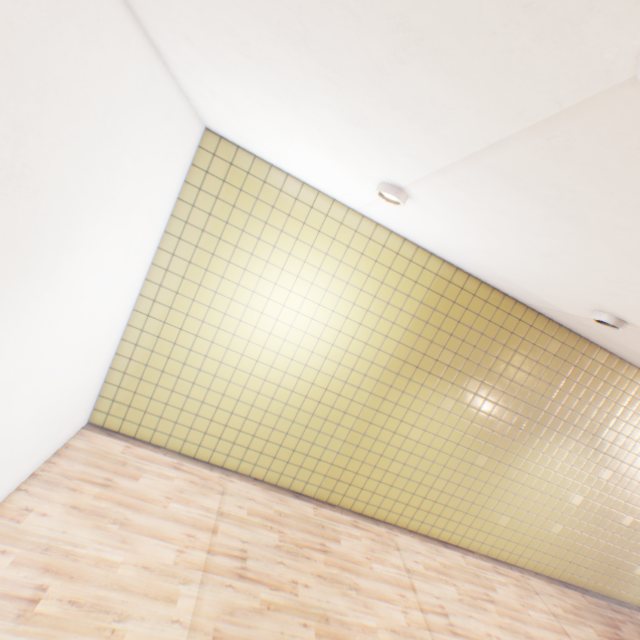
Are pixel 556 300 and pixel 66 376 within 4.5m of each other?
no

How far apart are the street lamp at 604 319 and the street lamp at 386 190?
2.5m

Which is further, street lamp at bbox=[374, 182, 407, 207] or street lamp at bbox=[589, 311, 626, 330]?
street lamp at bbox=[589, 311, 626, 330]

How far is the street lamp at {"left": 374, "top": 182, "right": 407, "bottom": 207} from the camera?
2.74m

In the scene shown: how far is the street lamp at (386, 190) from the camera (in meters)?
2.74

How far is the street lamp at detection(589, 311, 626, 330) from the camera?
3.3 meters

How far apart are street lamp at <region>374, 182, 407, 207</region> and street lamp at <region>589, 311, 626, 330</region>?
2.5m
